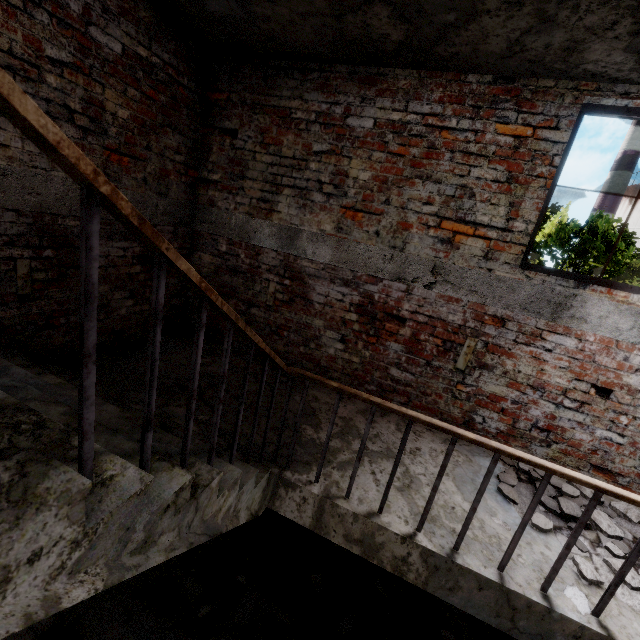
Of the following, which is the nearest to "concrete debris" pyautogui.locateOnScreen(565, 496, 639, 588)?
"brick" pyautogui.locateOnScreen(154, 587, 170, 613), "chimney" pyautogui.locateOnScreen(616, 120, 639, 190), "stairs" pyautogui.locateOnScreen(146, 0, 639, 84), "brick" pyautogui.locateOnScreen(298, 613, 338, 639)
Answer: "stairs" pyautogui.locateOnScreen(146, 0, 639, 84)

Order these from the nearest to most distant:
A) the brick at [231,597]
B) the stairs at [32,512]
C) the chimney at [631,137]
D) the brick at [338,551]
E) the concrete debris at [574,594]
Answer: the stairs at [32,512] < the concrete debris at [574,594] < the brick at [231,597] < the brick at [338,551] < the chimney at [631,137]

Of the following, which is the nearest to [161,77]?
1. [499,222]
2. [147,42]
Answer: [147,42]

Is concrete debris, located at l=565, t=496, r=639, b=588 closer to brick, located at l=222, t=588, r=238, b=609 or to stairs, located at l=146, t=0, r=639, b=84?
stairs, located at l=146, t=0, r=639, b=84

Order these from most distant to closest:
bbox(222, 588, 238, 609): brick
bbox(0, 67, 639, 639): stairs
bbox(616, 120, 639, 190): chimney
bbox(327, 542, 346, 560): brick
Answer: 1. bbox(616, 120, 639, 190): chimney
2. bbox(327, 542, 346, 560): brick
3. bbox(222, 588, 238, 609): brick
4. bbox(0, 67, 639, 639): stairs

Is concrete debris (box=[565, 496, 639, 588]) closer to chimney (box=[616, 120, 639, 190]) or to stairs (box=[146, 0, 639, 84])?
stairs (box=[146, 0, 639, 84])

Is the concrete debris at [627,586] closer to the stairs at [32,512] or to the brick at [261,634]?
the stairs at [32,512]

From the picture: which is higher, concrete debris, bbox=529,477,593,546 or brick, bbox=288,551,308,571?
concrete debris, bbox=529,477,593,546
